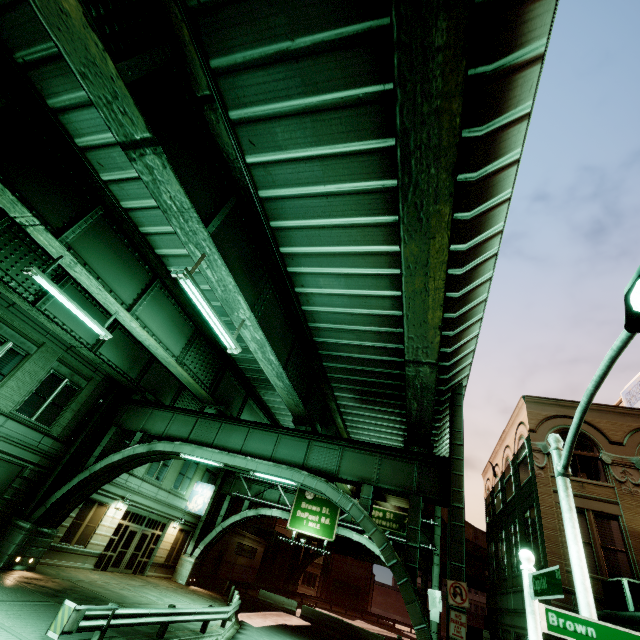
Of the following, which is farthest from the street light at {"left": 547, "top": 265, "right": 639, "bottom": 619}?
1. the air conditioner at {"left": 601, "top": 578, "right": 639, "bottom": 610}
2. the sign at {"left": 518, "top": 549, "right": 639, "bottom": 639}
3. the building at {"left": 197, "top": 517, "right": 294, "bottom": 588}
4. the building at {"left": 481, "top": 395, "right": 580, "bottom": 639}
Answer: the building at {"left": 197, "top": 517, "right": 294, "bottom": 588}

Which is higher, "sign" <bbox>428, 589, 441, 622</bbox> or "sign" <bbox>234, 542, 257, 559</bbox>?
"sign" <bbox>428, 589, 441, 622</bbox>

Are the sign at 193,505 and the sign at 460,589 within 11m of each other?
no

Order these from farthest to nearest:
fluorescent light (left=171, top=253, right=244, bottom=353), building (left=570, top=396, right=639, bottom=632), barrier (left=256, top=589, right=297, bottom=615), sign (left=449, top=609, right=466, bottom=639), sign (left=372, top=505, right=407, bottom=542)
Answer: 1. barrier (left=256, top=589, right=297, bottom=615)
2. sign (left=372, top=505, right=407, bottom=542)
3. building (left=570, top=396, right=639, bottom=632)
4. sign (left=449, top=609, right=466, bottom=639)
5. fluorescent light (left=171, top=253, right=244, bottom=353)

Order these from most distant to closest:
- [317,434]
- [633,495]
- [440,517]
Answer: [440,517] → [317,434] → [633,495]

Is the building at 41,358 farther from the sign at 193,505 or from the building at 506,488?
the building at 506,488

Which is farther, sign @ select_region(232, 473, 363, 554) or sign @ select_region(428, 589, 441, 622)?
sign @ select_region(232, 473, 363, 554)

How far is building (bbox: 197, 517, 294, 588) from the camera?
32.51m
